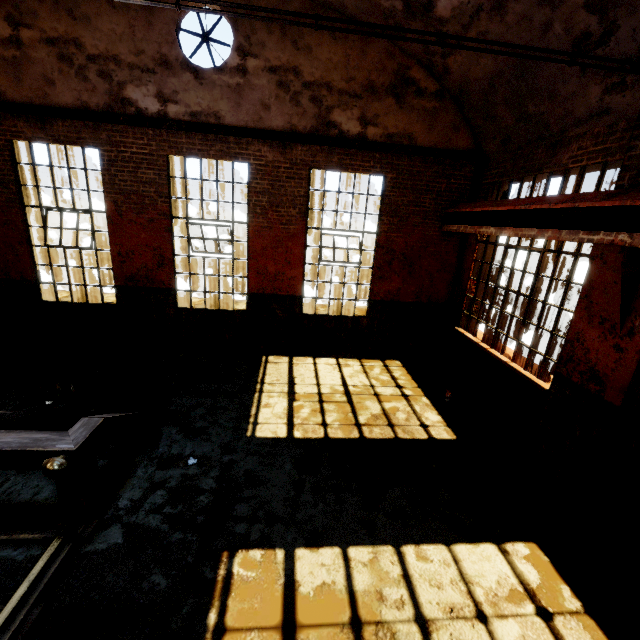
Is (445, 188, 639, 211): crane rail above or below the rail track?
above

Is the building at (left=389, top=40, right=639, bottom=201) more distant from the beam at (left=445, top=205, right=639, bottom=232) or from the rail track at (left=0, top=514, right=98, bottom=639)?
the rail track at (left=0, top=514, right=98, bottom=639)

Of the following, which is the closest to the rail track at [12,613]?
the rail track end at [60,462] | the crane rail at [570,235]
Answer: the rail track end at [60,462]

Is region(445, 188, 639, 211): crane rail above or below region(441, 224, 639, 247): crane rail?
above

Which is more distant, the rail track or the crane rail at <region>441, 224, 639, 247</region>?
the crane rail at <region>441, 224, 639, 247</region>

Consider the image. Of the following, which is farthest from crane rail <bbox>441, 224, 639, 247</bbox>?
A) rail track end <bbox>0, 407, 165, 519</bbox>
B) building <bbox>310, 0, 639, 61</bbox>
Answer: rail track end <bbox>0, 407, 165, 519</bbox>

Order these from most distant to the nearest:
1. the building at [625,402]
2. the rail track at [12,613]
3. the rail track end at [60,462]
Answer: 1. the building at [625,402]
2. the rail track end at [60,462]
3. the rail track at [12,613]

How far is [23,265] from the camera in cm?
746
